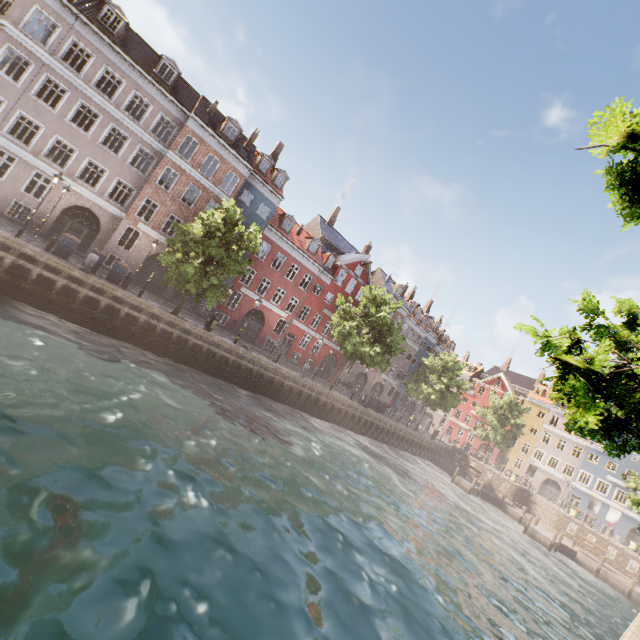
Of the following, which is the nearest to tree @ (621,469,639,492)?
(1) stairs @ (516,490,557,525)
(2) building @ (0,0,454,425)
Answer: (2) building @ (0,0,454,425)

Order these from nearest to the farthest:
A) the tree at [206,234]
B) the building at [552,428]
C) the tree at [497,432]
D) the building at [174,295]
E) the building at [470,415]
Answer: the tree at [206,234] → the building at [174,295] → the building at [552,428] → the tree at [497,432] → the building at [470,415]

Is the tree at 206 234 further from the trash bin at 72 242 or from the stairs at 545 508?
the stairs at 545 508

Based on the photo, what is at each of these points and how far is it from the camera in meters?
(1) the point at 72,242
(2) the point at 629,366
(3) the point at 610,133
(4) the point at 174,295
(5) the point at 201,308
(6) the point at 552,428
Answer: (1) trash bin, 17.6 m
(2) tree, 4.0 m
(3) tree, 3.5 m
(4) building, 28.1 m
(5) building, 33.3 m
(6) building, 50.7 m

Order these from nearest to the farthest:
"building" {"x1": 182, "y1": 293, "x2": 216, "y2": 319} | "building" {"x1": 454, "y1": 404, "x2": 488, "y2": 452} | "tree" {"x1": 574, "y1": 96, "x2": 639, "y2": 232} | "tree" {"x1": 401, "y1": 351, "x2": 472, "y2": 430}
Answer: "tree" {"x1": 574, "y1": 96, "x2": 639, "y2": 232} < "building" {"x1": 182, "y1": 293, "x2": 216, "y2": 319} < "tree" {"x1": 401, "y1": 351, "x2": 472, "y2": 430} < "building" {"x1": 454, "y1": 404, "x2": 488, "y2": 452}
